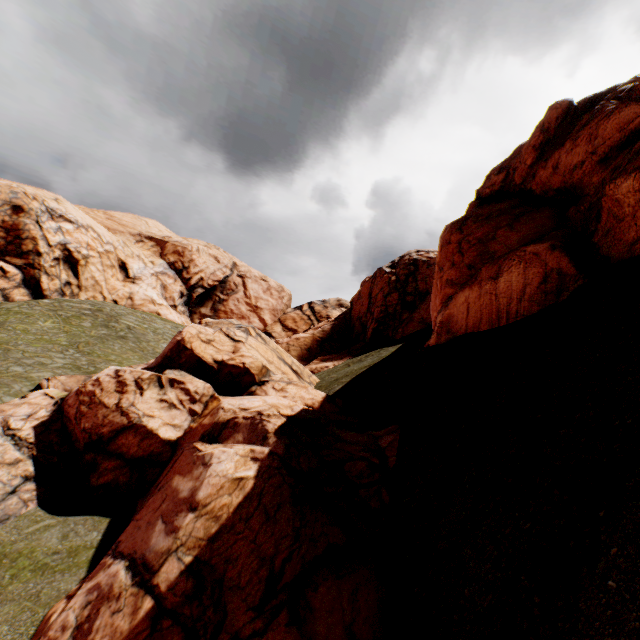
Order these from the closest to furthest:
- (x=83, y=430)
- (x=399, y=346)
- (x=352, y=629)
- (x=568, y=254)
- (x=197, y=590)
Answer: (x=352, y=629), (x=197, y=590), (x=568, y=254), (x=83, y=430), (x=399, y=346)
